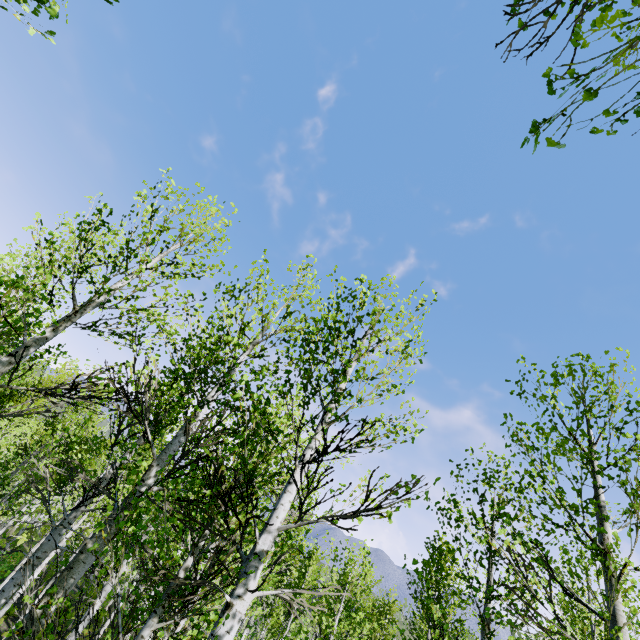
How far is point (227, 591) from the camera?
19.8 meters
